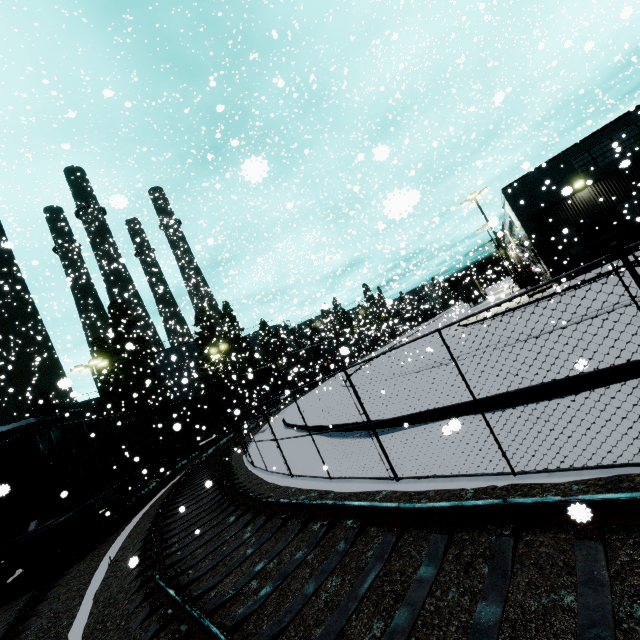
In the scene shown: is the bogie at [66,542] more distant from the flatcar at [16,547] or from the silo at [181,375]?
the silo at [181,375]

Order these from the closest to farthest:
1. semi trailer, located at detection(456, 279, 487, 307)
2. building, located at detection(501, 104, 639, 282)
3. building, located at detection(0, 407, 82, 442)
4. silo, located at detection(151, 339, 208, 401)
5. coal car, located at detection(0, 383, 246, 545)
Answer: coal car, located at detection(0, 383, 246, 545), building, located at detection(501, 104, 639, 282), building, located at detection(0, 407, 82, 442), silo, located at detection(151, 339, 208, 401), semi trailer, located at detection(456, 279, 487, 307)

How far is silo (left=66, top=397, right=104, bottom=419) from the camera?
49.9m

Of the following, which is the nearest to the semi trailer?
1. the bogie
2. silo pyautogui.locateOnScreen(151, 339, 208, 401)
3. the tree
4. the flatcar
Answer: silo pyautogui.locateOnScreen(151, 339, 208, 401)

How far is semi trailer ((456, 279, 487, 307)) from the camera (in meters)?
45.66

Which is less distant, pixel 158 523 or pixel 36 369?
pixel 158 523

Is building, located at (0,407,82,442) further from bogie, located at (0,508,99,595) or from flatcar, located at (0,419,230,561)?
bogie, located at (0,508,99,595)

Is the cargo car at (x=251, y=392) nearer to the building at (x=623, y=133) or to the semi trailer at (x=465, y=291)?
the building at (x=623, y=133)
